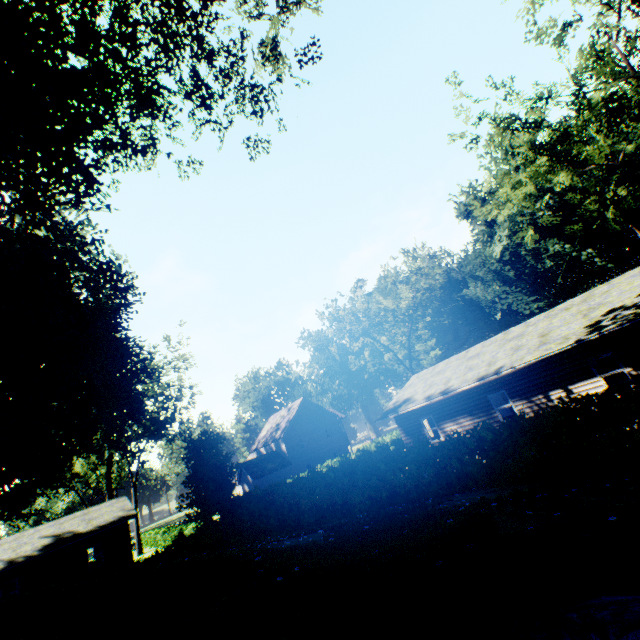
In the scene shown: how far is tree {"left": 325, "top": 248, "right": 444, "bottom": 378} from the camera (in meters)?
37.09

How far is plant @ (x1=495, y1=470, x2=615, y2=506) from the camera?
4.8m

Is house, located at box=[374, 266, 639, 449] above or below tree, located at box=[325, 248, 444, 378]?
below

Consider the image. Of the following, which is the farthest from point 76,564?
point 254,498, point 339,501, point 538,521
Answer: point 538,521

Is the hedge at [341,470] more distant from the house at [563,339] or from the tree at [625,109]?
the tree at [625,109]

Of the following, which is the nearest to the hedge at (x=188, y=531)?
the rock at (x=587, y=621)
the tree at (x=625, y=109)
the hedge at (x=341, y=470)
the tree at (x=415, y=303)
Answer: the hedge at (x=341, y=470)

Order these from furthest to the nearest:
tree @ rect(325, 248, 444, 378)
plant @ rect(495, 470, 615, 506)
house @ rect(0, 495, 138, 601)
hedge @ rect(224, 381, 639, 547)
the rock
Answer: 1. tree @ rect(325, 248, 444, 378)
2. house @ rect(0, 495, 138, 601)
3. hedge @ rect(224, 381, 639, 547)
4. plant @ rect(495, 470, 615, 506)
5. the rock

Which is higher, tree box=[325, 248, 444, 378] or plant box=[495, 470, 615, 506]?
tree box=[325, 248, 444, 378]
